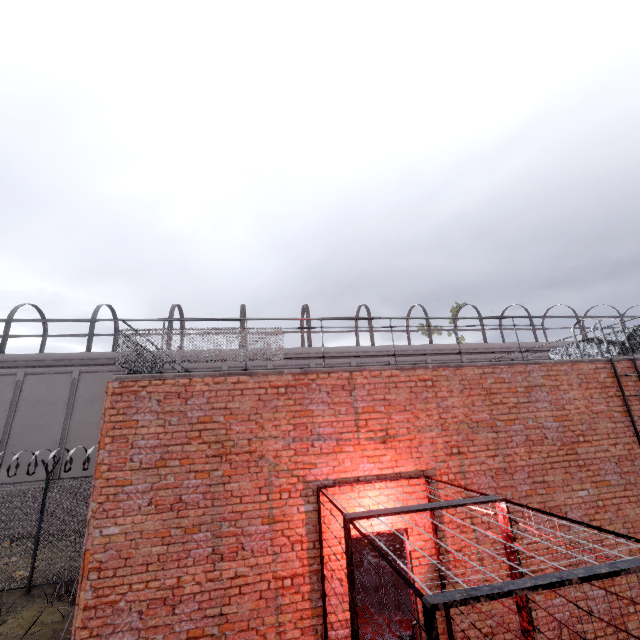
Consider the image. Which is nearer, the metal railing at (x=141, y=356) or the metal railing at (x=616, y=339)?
the metal railing at (x=141, y=356)

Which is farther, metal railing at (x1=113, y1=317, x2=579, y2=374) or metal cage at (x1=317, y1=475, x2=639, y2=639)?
metal railing at (x1=113, y1=317, x2=579, y2=374)

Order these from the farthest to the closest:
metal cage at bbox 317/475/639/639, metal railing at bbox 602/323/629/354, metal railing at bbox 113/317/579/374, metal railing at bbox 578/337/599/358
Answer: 1. metal railing at bbox 578/337/599/358
2. metal railing at bbox 602/323/629/354
3. metal railing at bbox 113/317/579/374
4. metal cage at bbox 317/475/639/639

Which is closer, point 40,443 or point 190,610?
point 190,610

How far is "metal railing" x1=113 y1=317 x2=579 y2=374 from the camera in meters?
5.8

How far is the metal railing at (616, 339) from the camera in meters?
8.5
